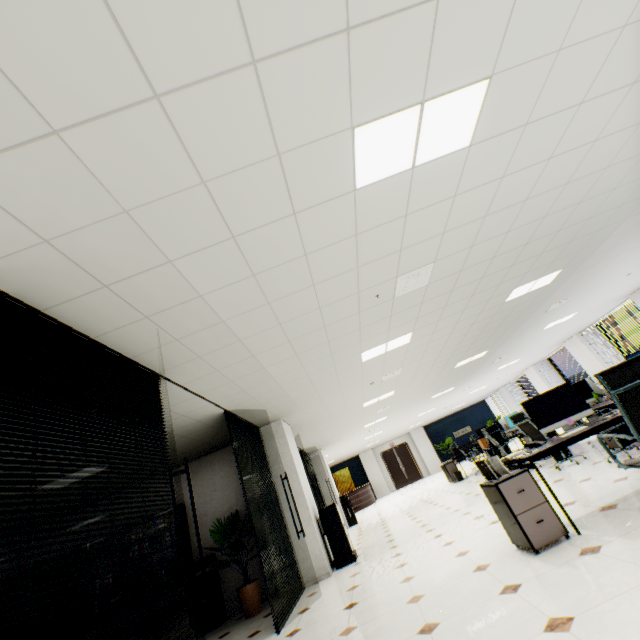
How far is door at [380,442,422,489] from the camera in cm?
2208

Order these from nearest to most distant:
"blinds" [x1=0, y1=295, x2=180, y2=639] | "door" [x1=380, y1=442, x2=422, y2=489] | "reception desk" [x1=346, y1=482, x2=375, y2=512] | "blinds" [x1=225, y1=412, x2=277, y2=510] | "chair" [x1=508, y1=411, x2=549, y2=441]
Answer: "blinds" [x1=0, y1=295, x2=180, y2=639]
"blinds" [x1=225, y1=412, x2=277, y2=510]
"chair" [x1=508, y1=411, x2=549, y2=441]
"reception desk" [x1=346, y1=482, x2=375, y2=512]
"door" [x1=380, y1=442, x2=422, y2=489]

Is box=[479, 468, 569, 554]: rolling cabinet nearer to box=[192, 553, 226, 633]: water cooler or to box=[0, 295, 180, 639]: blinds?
box=[0, 295, 180, 639]: blinds

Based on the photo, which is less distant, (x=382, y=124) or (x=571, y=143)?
(x=382, y=124)

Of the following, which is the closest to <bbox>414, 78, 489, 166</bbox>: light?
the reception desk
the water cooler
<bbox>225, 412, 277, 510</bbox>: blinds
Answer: <bbox>225, 412, 277, 510</bbox>: blinds

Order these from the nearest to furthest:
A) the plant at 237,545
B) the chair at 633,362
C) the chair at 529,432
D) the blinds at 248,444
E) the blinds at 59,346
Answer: A:
the blinds at 59,346
the chair at 633,362
the blinds at 248,444
the plant at 237,545
the chair at 529,432

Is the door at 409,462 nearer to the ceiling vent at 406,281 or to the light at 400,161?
the ceiling vent at 406,281

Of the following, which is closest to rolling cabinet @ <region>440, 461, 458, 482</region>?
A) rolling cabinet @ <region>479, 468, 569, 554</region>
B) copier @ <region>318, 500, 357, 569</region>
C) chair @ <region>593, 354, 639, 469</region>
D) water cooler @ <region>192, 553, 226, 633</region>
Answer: copier @ <region>318, 500, 357, 569</region>
